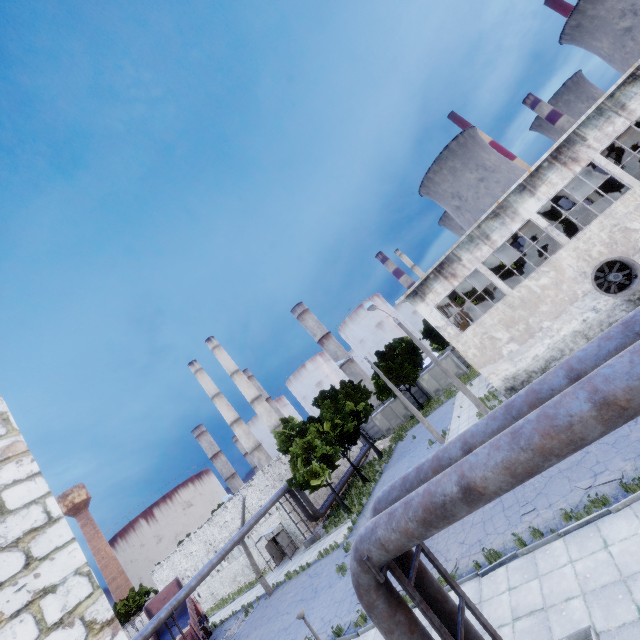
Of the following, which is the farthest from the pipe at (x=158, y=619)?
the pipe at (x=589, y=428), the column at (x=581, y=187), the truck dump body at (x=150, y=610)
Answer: the column at (x=581, y=187)

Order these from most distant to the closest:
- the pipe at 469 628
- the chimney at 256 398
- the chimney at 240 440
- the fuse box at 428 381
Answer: the chimney at 240 440
the chimney at 256 398
the fuse box at 428 381
the pipe at 469 628

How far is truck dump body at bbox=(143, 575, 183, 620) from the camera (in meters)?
27.07

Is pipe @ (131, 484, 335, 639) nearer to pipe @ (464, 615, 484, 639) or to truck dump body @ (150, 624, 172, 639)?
pipe @ (464, 615, 484, 639)

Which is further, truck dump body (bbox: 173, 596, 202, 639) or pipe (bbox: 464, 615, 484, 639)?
truck dump body (bbox: 173, 596, 202, 639)

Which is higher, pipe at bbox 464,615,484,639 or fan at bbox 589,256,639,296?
pipe at bbox 464,615,484,639

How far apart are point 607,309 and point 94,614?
24.47m

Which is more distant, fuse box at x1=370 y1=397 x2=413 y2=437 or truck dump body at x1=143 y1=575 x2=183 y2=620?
fuse box at x1=370 y1=397 x2=413 y2=437
